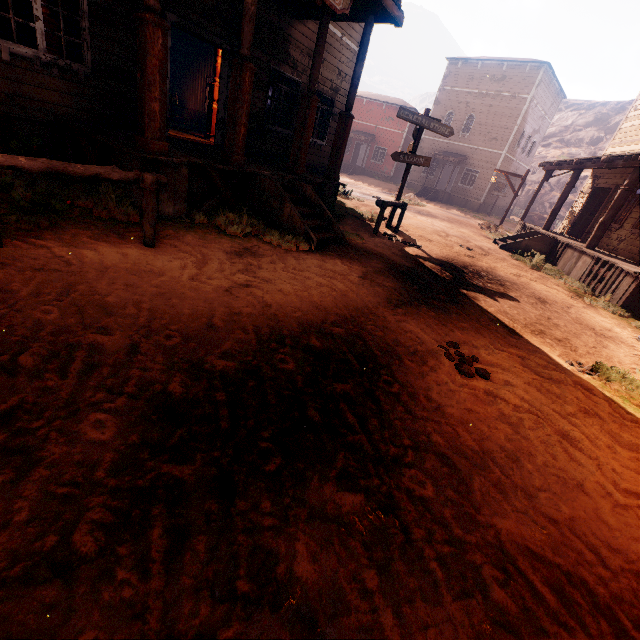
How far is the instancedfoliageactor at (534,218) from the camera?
31.86m

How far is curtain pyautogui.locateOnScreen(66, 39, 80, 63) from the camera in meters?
5.8 m

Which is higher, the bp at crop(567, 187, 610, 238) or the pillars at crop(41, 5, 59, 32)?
the pillars at crop(41, 5, 59, 32)

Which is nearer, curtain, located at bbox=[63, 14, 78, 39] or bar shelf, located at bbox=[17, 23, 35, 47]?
curtain, located at bbox=[63, 14, 78, 39]

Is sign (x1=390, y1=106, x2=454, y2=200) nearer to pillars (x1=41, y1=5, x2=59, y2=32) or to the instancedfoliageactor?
pillars (x1=41, y1=5, x2=59, y2=32)

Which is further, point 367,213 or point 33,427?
point 367,213

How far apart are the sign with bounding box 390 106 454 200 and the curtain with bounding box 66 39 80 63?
7.3 meters

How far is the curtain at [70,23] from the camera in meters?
5.6 m
